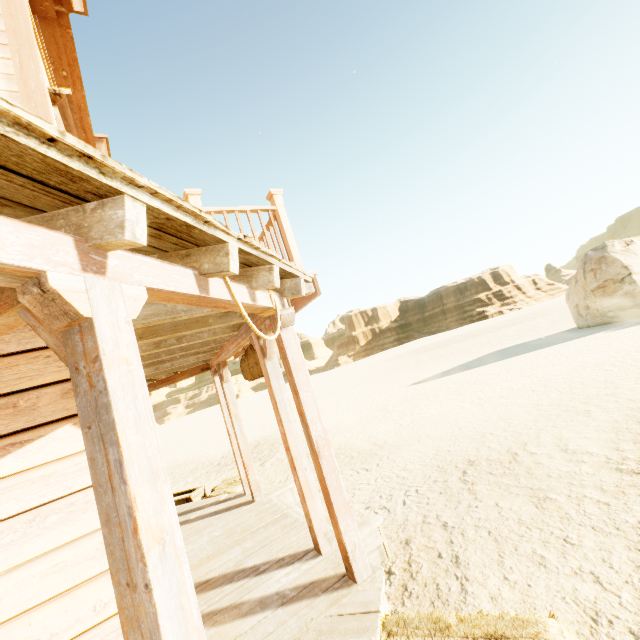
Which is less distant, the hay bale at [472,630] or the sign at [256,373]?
the hay bale at [472,630]

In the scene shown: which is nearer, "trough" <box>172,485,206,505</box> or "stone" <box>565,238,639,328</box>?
"trough" <box>172,485,206,505</box>

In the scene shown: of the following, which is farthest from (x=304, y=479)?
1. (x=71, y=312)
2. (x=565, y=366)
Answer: (x=565, y=366)

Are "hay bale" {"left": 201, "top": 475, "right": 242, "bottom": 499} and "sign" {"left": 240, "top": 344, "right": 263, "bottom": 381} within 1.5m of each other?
no

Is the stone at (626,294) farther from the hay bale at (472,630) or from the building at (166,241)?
the hay bale at (472,630)

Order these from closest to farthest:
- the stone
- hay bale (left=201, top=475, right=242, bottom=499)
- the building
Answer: the building < hay bale (left=201, top=475, right=242, bottom=499) < the stone

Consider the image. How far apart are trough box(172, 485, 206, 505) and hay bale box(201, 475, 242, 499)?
0.2 meters

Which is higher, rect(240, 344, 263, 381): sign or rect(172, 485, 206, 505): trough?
rect(240, 344, 263, 381): sign
